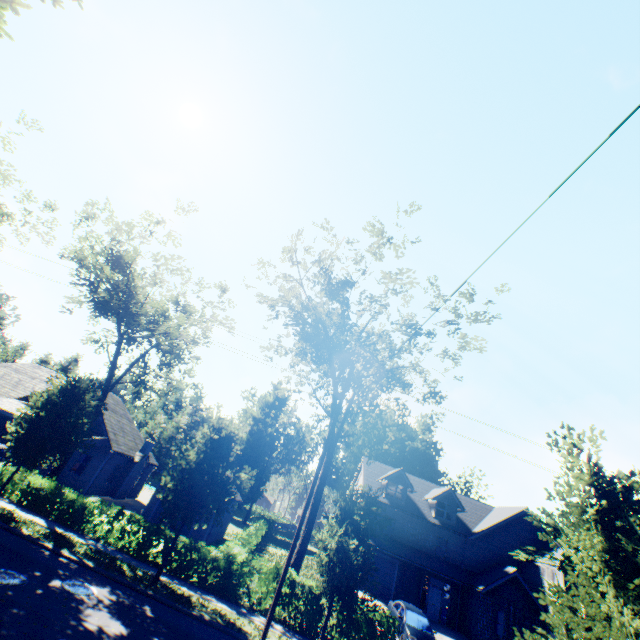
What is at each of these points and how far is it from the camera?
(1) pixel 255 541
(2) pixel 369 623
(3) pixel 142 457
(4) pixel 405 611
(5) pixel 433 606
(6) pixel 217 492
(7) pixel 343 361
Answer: (1) hedge, 24.8 meters
(2) hedge, 14.8 meters
(3) chimney, 30.0 meters
(4) car, 18.7 meters
(5) door, 27.2 meters
(6) tree, 14.6 meters
(7) tree, 24.4 meters

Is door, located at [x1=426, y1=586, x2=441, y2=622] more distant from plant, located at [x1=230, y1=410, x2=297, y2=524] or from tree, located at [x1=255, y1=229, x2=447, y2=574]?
plant, located at [x1=230, y1=410, x2=297, y2=524]

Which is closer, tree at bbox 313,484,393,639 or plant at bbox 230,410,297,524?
tree at bbox 313,484,393,639

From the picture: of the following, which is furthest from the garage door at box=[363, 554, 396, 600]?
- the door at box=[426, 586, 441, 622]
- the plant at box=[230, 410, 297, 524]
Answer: the plant at box=[230, 410, 297, 524]

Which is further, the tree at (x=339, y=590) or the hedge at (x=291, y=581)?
the hedge at (x=291, y=581)

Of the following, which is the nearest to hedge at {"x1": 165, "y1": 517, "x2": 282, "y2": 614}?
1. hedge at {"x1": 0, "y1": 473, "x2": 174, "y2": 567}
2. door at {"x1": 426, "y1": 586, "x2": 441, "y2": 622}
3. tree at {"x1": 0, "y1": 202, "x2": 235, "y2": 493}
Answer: hedge at {"x1": 0, "y1": 473, "x2": 174, "y2": 567}

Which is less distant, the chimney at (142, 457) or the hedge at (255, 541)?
the hedge at (255, 541)

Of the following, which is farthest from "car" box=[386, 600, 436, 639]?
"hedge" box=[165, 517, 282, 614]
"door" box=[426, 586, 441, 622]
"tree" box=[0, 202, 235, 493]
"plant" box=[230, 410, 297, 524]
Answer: "plant" box=[230, 410, 297, 524]
